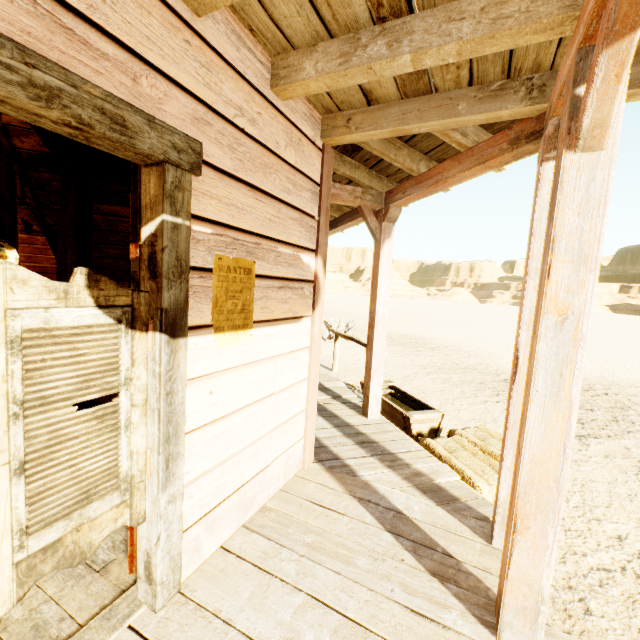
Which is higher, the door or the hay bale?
the door

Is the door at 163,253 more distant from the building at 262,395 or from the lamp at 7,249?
the lamp at 7,249

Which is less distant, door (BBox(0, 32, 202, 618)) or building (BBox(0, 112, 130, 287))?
door (BBox(0, 32, 202, 618))

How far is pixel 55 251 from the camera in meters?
3.2

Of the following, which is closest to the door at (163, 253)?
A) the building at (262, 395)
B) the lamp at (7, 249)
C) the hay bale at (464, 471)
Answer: the building at (262, 395)

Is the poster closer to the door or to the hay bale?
the door

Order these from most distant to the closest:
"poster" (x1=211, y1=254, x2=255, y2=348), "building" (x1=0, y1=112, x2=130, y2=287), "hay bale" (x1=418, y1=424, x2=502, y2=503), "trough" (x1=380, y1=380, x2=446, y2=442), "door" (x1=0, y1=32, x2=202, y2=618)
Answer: "trough" (x1=380, y1=380, x2=446, y2=442) < "hay bale" (x1=418, y1=424, x2=502, y2=503) < "building" (x1=0, y1=112, x2=130, y2=287) < "poster" (x1=211, y1=254, x2=255, y2=348) < "door" (x1=0, y1=32, x2=202, y2=618)

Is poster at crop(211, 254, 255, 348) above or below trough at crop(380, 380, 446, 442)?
above
